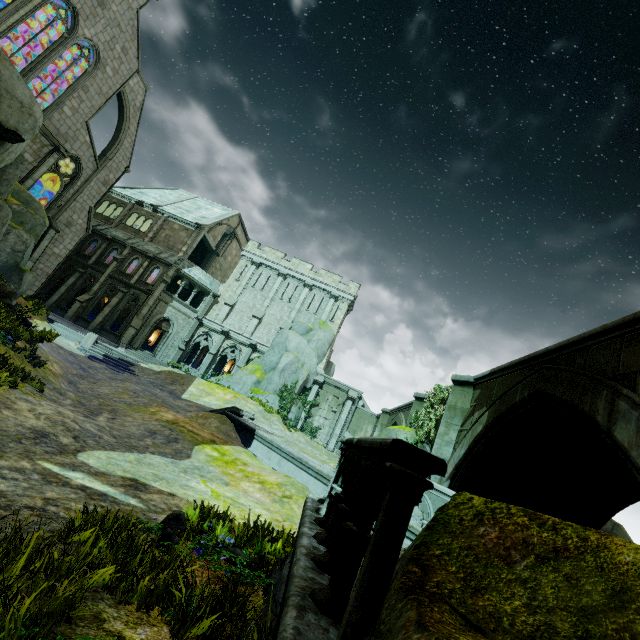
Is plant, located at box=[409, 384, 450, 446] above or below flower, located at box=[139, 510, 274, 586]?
above

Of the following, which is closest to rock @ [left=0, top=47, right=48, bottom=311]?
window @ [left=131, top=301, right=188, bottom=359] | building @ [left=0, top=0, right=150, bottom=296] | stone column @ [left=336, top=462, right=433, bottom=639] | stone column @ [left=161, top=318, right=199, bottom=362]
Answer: building @ [left=0, top=0, right=150, bottom=296]

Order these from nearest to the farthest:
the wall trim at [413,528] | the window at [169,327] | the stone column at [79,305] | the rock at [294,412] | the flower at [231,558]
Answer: the flower at [231,558] < the wall trim at [413,528] < the rock at [294,412] < the stone column at [79,305] < the window at [169,327]

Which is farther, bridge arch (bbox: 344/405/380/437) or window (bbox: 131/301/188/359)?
window (bbox: 131/301/188/359)

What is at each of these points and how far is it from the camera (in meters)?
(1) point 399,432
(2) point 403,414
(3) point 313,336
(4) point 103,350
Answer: (1) rock, 14.86
(2) bridge, 20.27
(3) rock, 31.88
(4) stair, 21.12

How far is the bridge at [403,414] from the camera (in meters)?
16.45

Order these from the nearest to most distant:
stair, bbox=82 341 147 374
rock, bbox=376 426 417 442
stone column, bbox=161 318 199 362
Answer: rock, bbox=376 426 417 442 → stair, bbox=82 341 147 374 → stone column, bbox=161 318 199 362

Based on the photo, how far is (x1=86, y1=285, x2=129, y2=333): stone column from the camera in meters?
28.8
